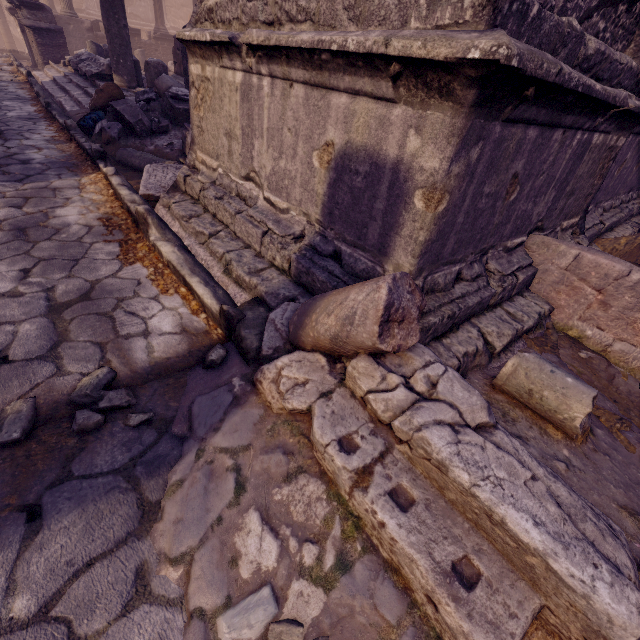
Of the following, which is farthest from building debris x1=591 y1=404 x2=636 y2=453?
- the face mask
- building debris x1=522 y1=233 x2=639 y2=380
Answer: the face mask

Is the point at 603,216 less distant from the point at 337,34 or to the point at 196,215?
the point at 337,34

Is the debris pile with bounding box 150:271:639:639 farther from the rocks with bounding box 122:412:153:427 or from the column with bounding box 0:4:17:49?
the column with bounding box 0:4:17:49

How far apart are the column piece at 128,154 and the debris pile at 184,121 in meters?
0.0 m

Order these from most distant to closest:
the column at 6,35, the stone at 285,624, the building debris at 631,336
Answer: the column at 6,35 < the building debris at 631,336 < the stone at 285,624

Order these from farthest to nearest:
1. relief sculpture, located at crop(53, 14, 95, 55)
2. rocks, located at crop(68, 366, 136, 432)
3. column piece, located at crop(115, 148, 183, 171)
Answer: relief sculpture, located at crop(53, 14, 95, 55) < column piece, located at crop(115, 148, 183, 171) < rocks, located at crop(68, 366, 136, 432)

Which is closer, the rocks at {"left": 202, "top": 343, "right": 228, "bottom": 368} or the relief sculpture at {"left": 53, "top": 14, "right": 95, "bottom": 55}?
the rocks at {"left": 202, "top": 343, "right": 228, "bottom": 368}

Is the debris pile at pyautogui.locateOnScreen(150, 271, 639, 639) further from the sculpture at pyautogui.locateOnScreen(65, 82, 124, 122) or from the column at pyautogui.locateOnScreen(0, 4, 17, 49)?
the column at pyautogui.locateOnScreen(0, 4, 17, 49)
